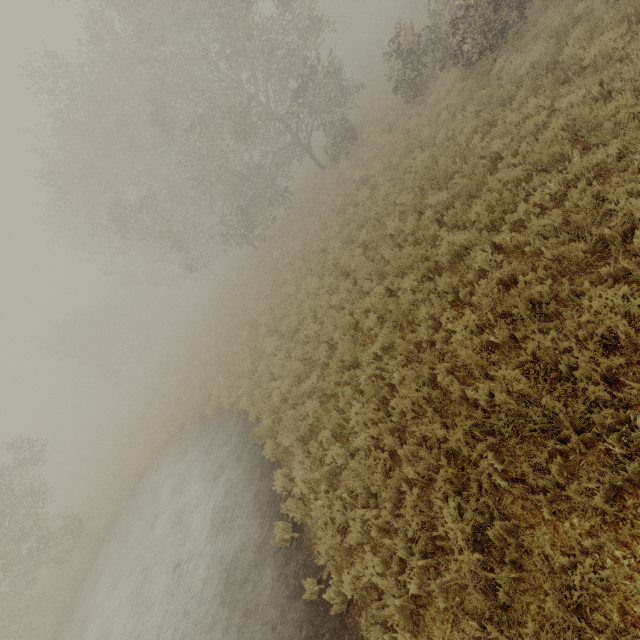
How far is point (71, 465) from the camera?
56.9 meters
